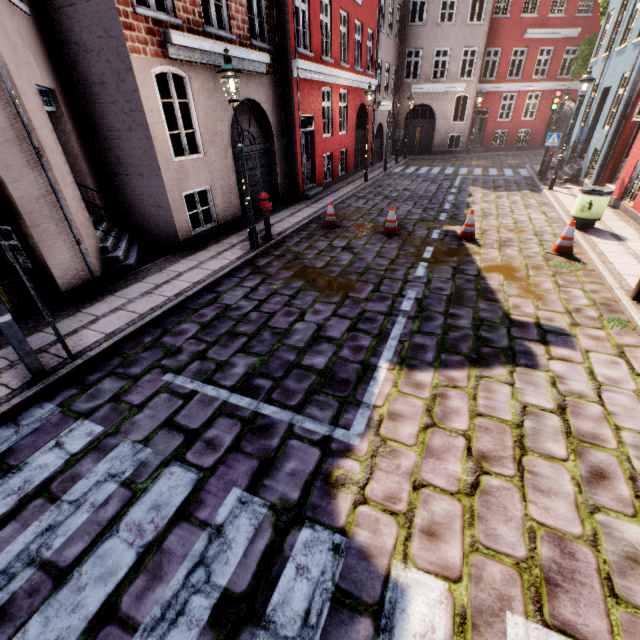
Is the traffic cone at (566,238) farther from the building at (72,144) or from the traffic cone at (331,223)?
the traffic cone at (331,223)

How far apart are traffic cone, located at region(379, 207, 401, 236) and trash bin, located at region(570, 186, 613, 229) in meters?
4.7 m

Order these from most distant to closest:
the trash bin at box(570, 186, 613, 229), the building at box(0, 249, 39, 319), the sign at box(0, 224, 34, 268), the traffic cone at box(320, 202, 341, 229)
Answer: the traffic cone at box(320, 202, 341, 229), the trash bin at box(570, 186, 613, 229), the building at box(0, 249, 39, 319), the sign at box(0, 224, 34, 268)

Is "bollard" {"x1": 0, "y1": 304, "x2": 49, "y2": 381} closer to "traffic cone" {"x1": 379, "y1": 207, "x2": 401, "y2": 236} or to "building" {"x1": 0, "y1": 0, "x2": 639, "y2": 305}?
"building" {"x1": 0, "y1": 0, "x2": 639, "y2": 305}

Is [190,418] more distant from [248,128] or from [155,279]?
[248,128]

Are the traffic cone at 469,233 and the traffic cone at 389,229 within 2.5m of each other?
yes

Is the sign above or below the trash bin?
above

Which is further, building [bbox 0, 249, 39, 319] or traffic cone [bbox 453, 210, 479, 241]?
traffic cone [bbox 453, 210, 479, 241]
